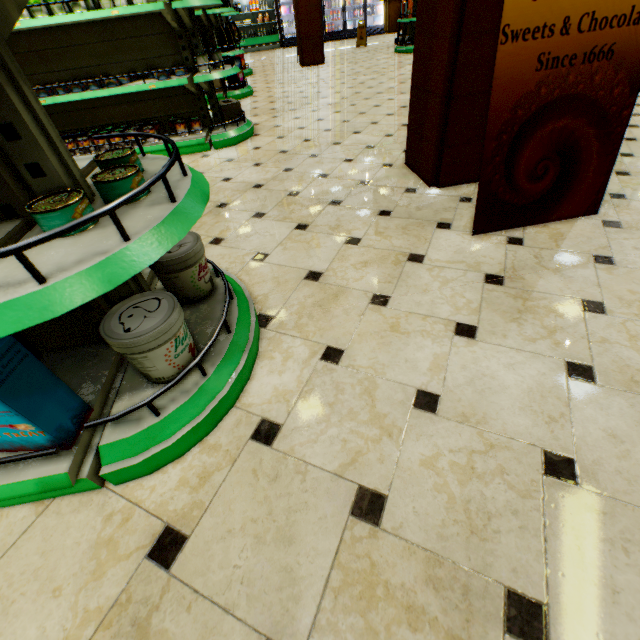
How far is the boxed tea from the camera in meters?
4.2 m

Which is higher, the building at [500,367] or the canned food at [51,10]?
the canned food at [51,10]

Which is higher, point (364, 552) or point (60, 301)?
point (60, 301)

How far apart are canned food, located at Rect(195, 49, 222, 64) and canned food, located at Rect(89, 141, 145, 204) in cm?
350

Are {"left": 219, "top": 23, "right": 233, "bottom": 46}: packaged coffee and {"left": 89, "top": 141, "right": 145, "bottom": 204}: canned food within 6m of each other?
no

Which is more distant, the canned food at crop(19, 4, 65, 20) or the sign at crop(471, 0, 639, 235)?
the canned food at crop(19, 4, 65, 20)

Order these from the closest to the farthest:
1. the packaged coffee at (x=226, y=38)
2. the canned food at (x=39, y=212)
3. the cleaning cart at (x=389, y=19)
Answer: the canned food at (x=39, y=212), the packaged coffee at (x=226, y=38), the cleaning cart at (x=389, y=19)

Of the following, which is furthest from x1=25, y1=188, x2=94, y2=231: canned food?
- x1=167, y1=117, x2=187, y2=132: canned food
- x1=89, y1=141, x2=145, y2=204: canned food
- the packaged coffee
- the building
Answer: the packaged coffee
